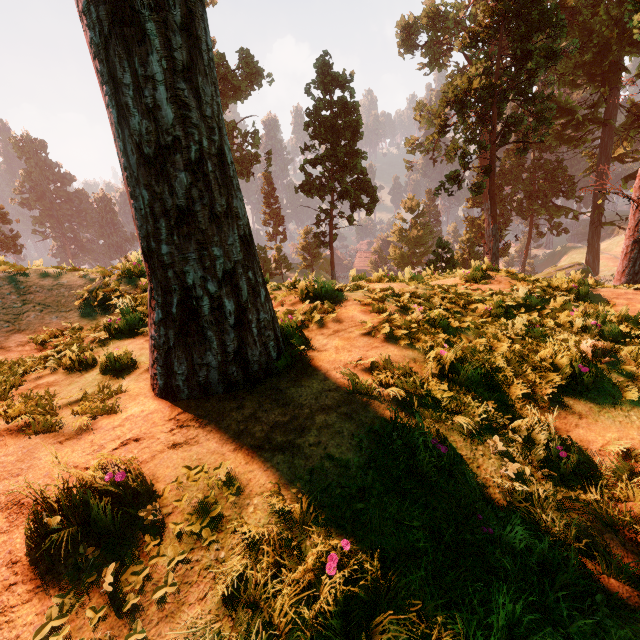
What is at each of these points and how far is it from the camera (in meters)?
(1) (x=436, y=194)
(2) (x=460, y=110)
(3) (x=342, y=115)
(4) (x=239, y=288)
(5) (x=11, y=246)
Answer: (1) treerock, 24.16
(2) treerock, 21.48
(3) treerock, 28.19
(4) treerock, 3.26
(5) treerock, 50.12

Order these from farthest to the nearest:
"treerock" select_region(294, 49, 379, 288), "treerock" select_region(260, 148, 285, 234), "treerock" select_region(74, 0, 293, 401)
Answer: "treerock" select_region(260, 148, 285, 234), "treerock" select_region(294, 49, 379, 288), "treerock" select_region(74, 0, 293, 401)

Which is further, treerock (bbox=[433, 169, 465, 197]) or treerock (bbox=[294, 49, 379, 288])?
treerock (bbox=[294, 49, 379, 288])

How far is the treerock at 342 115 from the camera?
27.3 meters

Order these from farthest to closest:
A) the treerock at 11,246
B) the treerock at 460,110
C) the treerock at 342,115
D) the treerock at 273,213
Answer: the treerock at 11,246 < the treerock at 273,213 < the treerock at 342,115 < the treerock at 460,110
